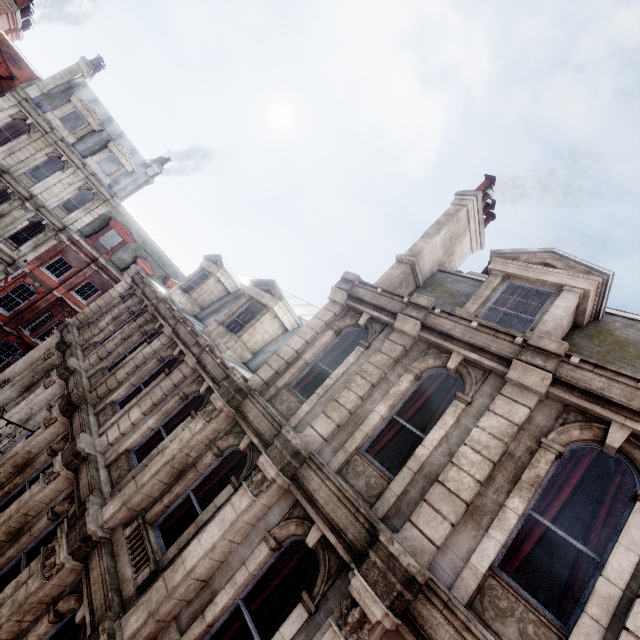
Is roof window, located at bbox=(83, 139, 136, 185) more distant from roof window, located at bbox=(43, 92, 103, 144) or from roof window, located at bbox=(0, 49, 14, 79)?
roof window, located at bbox=(0, 49, 14, 79)

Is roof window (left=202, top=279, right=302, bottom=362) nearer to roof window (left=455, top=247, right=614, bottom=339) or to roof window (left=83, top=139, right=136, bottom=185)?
roof window (left=455, top=247, right=614, bottom=339)

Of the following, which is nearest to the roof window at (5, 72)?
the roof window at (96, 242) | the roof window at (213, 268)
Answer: the roof window at (96, 242)

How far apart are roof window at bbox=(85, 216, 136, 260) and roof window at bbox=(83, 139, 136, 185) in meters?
2.4

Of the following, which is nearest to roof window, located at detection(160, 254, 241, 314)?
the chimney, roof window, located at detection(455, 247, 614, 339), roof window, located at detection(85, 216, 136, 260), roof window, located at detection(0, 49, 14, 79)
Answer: the chimney

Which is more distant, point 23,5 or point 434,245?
point 23,5

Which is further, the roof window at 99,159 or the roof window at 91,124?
the roof window at 99,159

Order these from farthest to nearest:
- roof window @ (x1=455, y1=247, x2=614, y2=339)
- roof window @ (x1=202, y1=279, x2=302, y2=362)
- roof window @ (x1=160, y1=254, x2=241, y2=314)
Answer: roof window @ (x1=160, y1=254, x2=241, y2=314) → roof window @ (x1=202, y1=279, x2=302, y2=362) → roof window @ (x1=455, y1=247, x2=614, y2=339)
